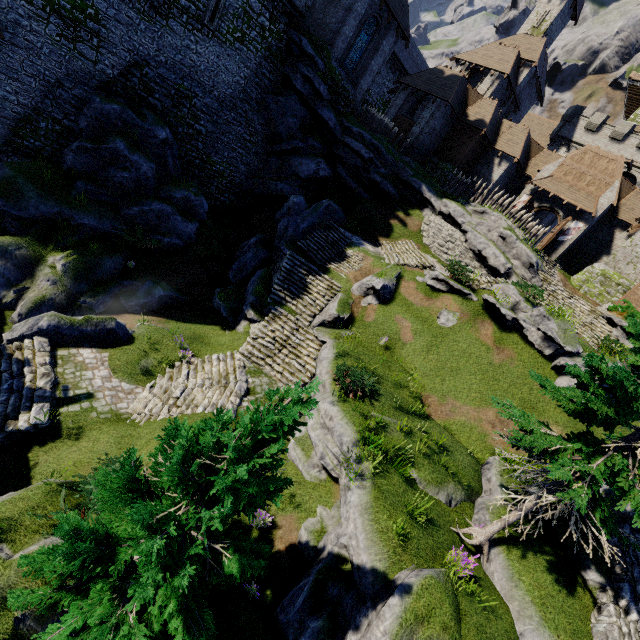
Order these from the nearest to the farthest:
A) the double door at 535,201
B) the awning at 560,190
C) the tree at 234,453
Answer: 1. the tree at 234,453
2. the awning at 560,190
3. the double door at 535,201

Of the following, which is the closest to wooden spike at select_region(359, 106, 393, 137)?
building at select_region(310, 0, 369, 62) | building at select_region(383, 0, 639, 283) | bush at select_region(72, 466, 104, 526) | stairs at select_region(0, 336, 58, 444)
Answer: building at select_region(310, 0, 369, 62)

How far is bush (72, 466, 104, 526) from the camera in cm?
780

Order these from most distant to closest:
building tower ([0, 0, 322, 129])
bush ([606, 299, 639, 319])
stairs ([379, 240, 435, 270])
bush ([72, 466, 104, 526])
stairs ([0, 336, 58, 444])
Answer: stairs ([379, 240, 435, 270]) < bush ([606, 299, 639, 319]) < building tower ([0, 0, 322, 129]) < stairs ([0, 336, 58, 444]) < bush ([72, 466, 104, 526])

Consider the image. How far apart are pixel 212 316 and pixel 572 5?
49.7m

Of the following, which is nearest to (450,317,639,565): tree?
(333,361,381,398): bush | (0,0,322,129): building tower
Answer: (333,361,381,398): bush

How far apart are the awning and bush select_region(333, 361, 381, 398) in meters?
25.9

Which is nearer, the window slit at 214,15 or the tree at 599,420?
the tree at 599,420
